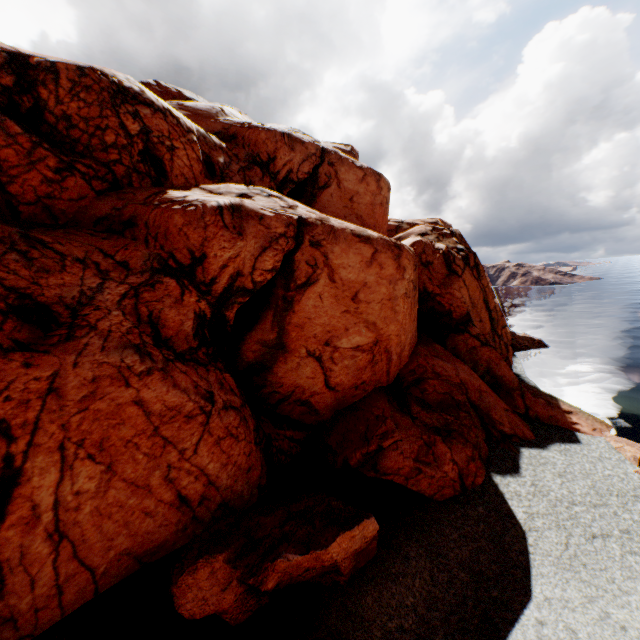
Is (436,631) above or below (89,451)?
below
